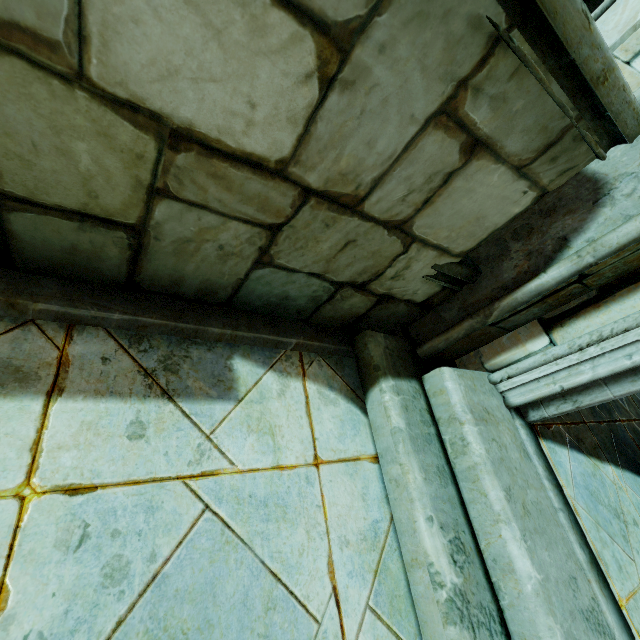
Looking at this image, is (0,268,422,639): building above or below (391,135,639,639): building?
below

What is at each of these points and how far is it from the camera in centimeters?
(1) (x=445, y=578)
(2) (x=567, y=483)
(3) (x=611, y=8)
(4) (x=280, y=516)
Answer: (1) stair, 132cm
(2) building, 202cm
(3) building, 177cm
(4) building, 132cm

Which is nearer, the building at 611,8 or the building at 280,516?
the building at 280,516

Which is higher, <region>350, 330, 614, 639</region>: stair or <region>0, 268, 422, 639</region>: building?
<region>350, 330, 614, 639</region>: stair

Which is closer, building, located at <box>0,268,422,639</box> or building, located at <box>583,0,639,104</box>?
building, located at <box>0,268,422,639</box>

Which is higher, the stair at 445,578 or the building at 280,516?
the stair at 445,578
